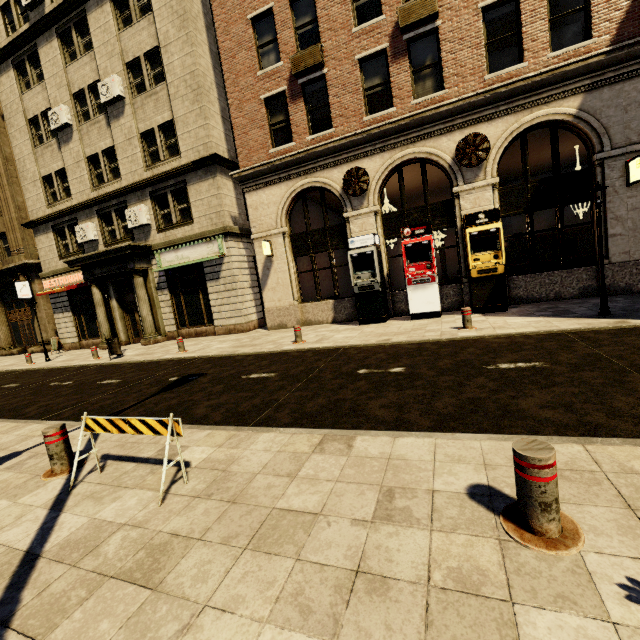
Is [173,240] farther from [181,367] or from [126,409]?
[126,409]

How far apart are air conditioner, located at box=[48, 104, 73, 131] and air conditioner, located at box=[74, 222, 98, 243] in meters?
5.0 m

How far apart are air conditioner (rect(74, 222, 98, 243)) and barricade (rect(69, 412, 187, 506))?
17.5m

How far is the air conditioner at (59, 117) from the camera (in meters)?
16.64

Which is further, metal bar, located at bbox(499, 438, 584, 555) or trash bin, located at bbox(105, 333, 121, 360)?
trash bin, located at bbox(105, 333, 121, 360)

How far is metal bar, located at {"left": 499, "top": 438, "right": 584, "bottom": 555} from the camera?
1.9m

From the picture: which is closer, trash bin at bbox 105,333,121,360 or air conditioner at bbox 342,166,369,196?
air conditioner at bbox 342,166,369,196

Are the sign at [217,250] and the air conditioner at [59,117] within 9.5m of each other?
yes
